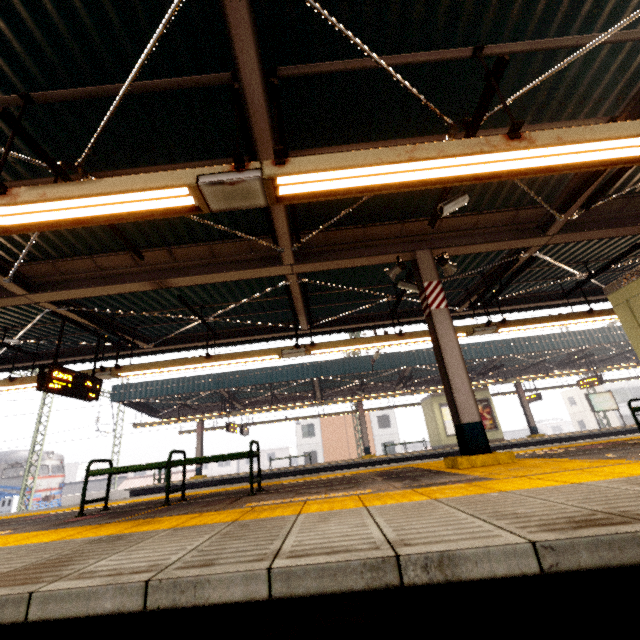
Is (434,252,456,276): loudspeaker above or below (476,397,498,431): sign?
above

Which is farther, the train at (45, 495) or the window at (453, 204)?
the train at (45, 495)

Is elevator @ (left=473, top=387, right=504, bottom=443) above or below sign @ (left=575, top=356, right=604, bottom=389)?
below

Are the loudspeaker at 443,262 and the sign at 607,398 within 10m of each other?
no

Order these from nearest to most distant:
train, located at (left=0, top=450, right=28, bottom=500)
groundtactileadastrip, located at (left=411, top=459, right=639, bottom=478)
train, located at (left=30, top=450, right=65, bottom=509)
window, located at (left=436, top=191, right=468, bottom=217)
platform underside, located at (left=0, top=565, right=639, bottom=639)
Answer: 1. platform underside, located at (left=0, top=565, right=639, bottom=639)
2. groundtactileadastrip, located at (left=411, top=459, right=639, bottom=478)
3. window, located at (left=436, top=191, right=468, bottom=217)
4. train, located at (left=0, top=450, right=28, bottom=500)
5. train, located at (left=30, top=450, right=65, bottom=509)

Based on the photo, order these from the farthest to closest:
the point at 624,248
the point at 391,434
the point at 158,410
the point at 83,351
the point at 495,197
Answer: the point at 391,434 < the point at 158,410 < the point at 83,351 < the point at 624,248 < the point at 495,197

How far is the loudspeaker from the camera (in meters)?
5.96

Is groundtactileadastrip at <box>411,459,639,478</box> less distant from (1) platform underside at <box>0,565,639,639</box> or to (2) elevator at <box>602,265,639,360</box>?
(1) platform underside at <box>0,565,639,639</box>
